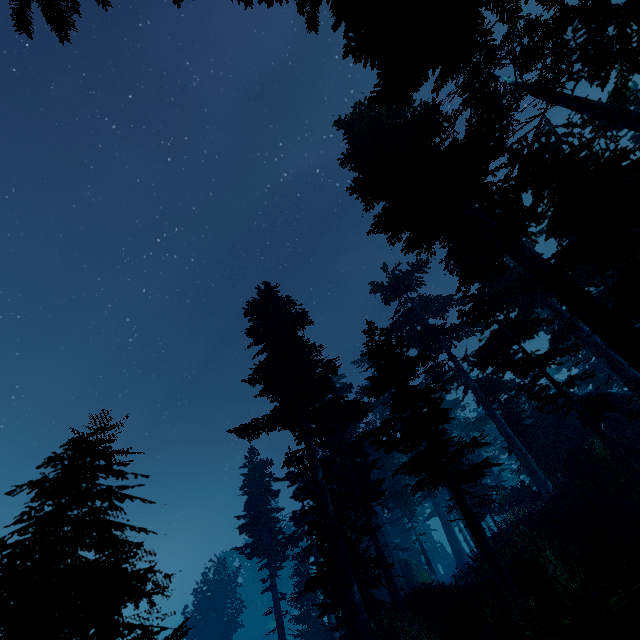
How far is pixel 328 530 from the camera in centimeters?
1391cm

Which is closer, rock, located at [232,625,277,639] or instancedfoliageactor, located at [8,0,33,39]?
instancedfoliageactor, located at [8,0,33,39]

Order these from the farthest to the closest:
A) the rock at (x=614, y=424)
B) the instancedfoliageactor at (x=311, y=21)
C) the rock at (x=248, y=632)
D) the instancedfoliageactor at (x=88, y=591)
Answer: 1. the rock at (x=248, y=632)
2. the rock at (x=614, y=424)
3. the instancedfoliageactor at (x=88, y=591)
4. the instancedfoliageactor at (x=311, y=21)

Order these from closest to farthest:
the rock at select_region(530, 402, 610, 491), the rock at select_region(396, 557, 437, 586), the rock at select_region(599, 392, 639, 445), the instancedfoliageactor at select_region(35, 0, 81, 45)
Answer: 1. the instancedfoliageactor at select_region(35, 0, 81, 45)
2. the rock at select_region(530, 402, 610, 491)
3. the rock at select_region(599, 392, 639, 445)
4. the rock at select_region(396, 557, 437, 586)

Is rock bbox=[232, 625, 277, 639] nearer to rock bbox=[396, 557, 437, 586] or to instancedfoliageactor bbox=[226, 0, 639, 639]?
instancedfoliageactor bbox=[226, 0, 639, 639]

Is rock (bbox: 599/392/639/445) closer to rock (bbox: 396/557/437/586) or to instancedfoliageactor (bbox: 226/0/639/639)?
instancedfoliageactor (bbox: 226/0/639/639)

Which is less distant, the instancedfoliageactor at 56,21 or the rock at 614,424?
the instancedfoliageactor at 56,21
